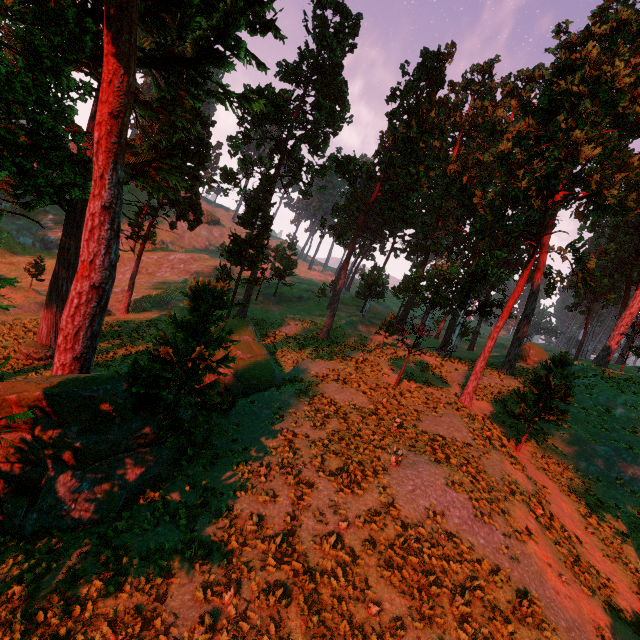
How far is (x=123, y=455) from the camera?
12.8 meters
